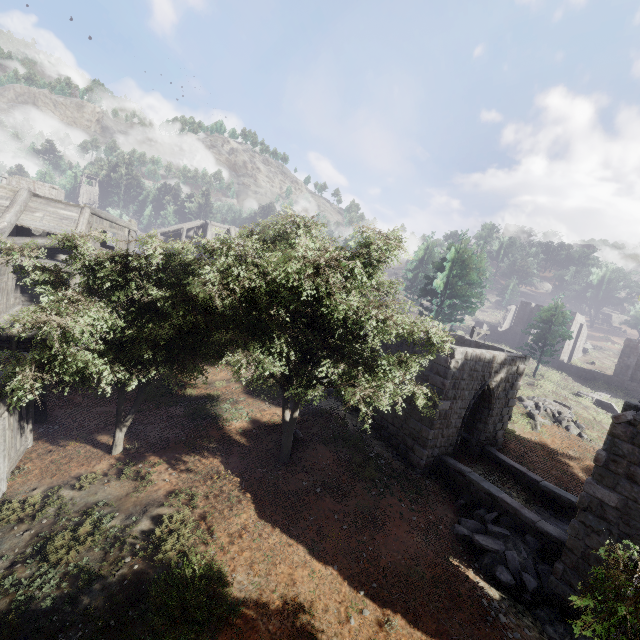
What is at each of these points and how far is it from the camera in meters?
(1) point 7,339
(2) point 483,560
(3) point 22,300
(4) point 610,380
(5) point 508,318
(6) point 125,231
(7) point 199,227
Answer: (1) building, 16.7
(2) rubble, 9.6
(3) building, 16.7
(4) building, 34.4
(5) building, 50.0
(6) building, 18.3
(7) building, 40.4

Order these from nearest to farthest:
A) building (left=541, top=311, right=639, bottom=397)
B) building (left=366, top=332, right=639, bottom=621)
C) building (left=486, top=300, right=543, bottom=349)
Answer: building (left=366, top=332, right=639, bottom=621) → building (left=541, top=311, right=639, bottom=397) → building (left=486, top=300, right=543, bottom=349)

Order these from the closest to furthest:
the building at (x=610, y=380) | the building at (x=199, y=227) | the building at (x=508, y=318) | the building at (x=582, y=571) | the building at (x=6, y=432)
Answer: the building at (x=582, y=571)
the building at (x=6, y=432)
the building at (x=610, y=380)
the building at (x=199, y=227)
the building at (x=508, y=318)

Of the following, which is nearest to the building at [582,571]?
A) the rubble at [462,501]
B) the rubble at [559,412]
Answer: Result: the rubble at [462,501]

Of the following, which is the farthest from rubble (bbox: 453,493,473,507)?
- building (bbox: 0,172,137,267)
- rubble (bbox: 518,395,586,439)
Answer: rubble (bbox: 518,395,586,439)

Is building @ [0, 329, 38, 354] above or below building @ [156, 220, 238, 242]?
below

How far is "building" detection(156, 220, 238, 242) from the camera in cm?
3666

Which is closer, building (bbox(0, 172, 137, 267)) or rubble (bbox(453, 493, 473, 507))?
rubble (bbox(453, 493, 473, 507))
